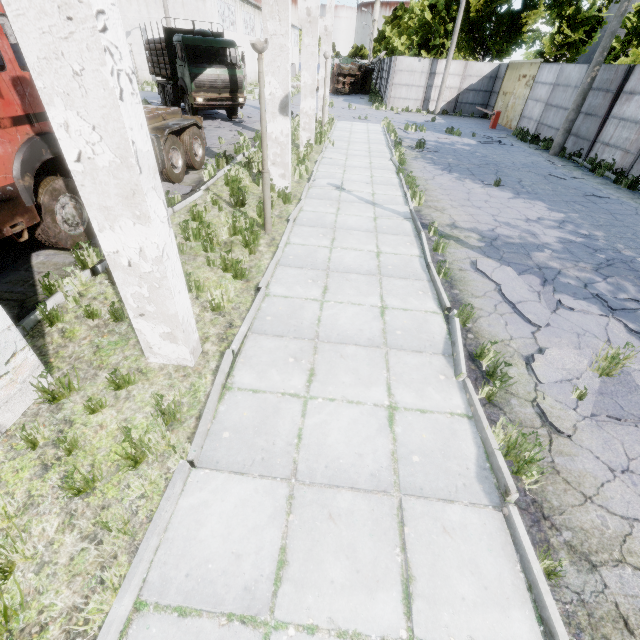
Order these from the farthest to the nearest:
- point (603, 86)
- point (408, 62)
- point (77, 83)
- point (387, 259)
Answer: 1. point (408, 62)
2. point (603, 86)
3. point (387, 259)
4. point (77, 83)

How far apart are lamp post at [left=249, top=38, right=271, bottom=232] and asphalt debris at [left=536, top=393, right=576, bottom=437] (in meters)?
5.94

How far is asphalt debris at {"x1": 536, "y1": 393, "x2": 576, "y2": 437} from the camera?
3.6 meters

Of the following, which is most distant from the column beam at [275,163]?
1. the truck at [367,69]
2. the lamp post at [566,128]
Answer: the truck at [367,69]

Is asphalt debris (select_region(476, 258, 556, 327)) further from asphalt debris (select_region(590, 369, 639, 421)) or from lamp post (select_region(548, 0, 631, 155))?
lamp post (select_region(548, 0, 631, 155))

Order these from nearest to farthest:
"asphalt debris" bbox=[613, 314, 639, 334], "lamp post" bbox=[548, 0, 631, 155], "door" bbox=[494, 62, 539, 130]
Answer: "asphalt debris" bbox=[613, 314, 639, 334] → "lamp post" bbox=[548, 0, 631, 155] → "door" bbox=[494, 62, 539, 130]

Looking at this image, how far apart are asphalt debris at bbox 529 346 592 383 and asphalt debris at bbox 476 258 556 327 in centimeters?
55cm

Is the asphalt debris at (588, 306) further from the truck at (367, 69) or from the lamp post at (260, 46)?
the truck at (367, 69)
